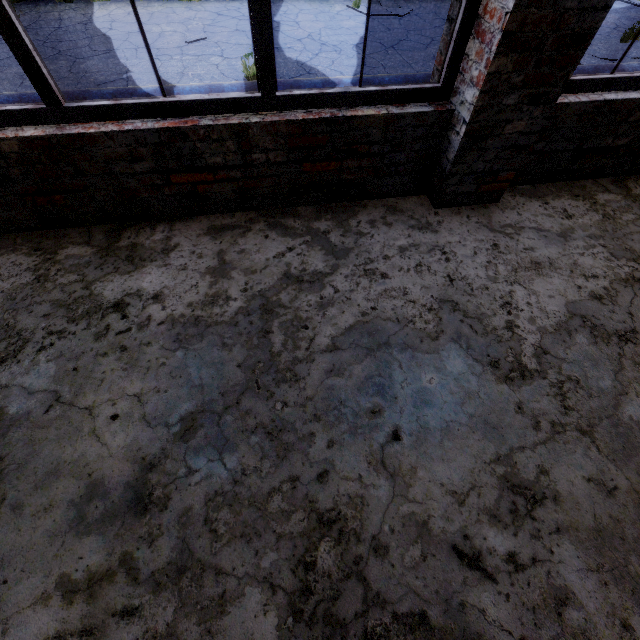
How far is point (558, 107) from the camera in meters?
2.4

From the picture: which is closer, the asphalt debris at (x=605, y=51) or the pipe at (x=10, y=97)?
the pipe at (x=10, y=97)

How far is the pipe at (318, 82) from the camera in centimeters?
382cm

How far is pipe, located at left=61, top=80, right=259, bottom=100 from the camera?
3.56m

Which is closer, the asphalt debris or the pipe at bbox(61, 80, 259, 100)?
the pipe at bbox(61, 80, 259, 100)

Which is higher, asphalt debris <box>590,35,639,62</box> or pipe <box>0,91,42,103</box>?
pipe <box>0,91,42,103</box>
